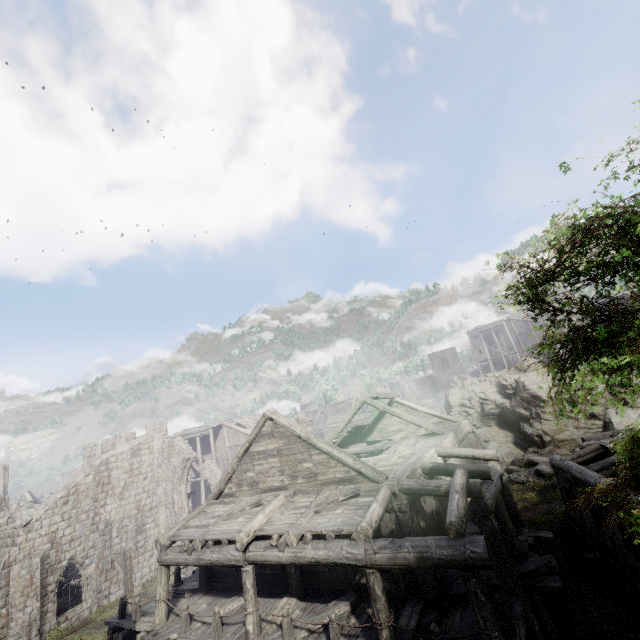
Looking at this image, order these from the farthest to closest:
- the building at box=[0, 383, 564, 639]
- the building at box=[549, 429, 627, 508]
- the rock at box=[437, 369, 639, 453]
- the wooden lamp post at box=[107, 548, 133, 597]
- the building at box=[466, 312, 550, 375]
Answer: the building at box=[466, 312, 550, 375], the rock at box=[437, 369, 639, 453], the wooden lamp post at box=[107, 548, 133, 597], the building at box=[549, 429, 627, 508], the building at box=[0, 383, 564, 639]

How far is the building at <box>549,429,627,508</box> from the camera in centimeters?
1208cm

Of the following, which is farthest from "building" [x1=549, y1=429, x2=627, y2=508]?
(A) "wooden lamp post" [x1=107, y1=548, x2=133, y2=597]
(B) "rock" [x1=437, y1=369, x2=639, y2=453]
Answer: (A) "wooden lamp post" [x1=107, y1=548, x2=133, y2=597]

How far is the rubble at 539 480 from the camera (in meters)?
20.02

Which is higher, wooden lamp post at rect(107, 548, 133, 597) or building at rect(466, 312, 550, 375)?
building at rect(466, 312, 550, 375)

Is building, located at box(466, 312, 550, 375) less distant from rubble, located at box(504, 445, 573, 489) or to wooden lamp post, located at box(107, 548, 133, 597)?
rubble, located at box(504, 445, 573, 489)

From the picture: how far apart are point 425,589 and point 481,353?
55.5 meters

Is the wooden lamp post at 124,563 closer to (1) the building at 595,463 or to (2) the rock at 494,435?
(1) the building at 595,463
